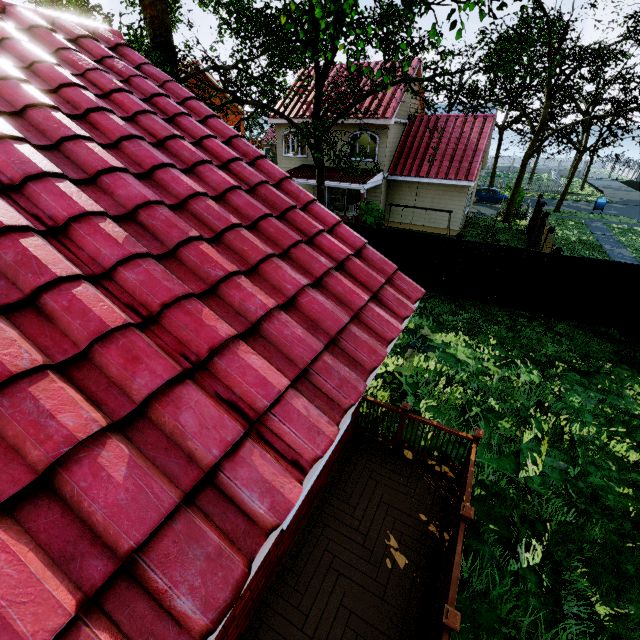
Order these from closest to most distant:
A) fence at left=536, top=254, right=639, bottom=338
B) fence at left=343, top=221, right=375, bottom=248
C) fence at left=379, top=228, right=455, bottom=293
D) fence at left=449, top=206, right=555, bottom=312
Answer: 1. fence at left=536, top=254, right=639, bottom=338
2. fence at left=449, top=206, right=555, bottom=312
3. fence at left=379, top=228, right=455, bottom=293
4. fence at left=343, top=221, right=375, bottom=248

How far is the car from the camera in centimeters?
3003cm

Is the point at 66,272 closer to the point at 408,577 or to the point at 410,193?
the point at 408,577

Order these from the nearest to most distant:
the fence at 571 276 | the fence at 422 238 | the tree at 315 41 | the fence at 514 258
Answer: the tree at 315 41 < the fence at 571 276 < the fence at 514 258 < the fence at 422 238

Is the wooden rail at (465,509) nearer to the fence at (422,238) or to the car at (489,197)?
the fence at (422,238)

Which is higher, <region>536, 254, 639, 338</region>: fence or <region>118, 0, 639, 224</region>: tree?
<region>118, 0, 639, 224</region>: tree

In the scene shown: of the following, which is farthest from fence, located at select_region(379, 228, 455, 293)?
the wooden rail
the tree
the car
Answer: the wooden rail

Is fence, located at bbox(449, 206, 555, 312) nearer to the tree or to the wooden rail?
the tree
